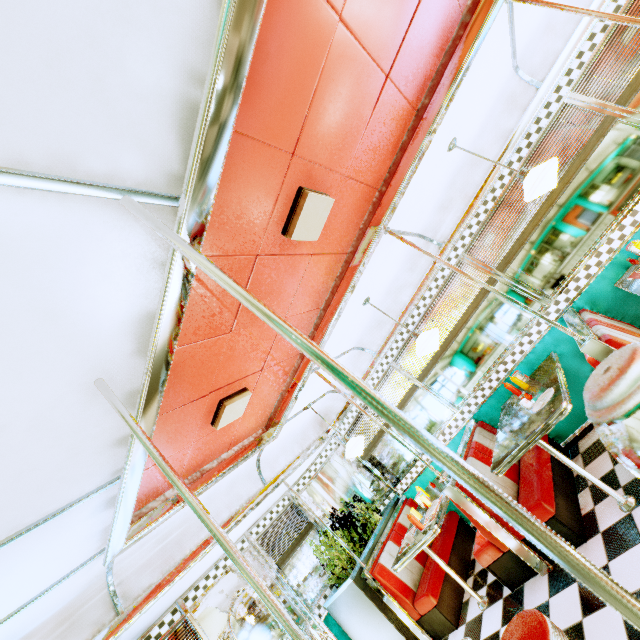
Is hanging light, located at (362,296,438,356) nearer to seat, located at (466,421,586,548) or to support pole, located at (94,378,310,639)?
seat, located at (466,421,586,548)

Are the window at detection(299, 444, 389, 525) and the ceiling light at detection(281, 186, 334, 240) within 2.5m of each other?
no

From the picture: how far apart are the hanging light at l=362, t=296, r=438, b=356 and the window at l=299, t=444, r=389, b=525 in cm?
309

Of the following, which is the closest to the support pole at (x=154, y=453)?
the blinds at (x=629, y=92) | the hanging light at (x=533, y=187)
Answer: the hanging light at (x=533, y=187)

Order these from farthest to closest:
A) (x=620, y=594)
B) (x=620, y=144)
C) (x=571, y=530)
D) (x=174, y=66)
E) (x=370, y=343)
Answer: (x=370, y=343)
(x=620, y=144)
(x=571, y=530)
(x=174, y=66)
(x=620, y=594)

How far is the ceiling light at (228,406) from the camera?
3.0 meters

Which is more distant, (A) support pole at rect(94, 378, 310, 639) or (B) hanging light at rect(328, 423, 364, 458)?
(B) hanging light at rect(328, 423, 364, 458)

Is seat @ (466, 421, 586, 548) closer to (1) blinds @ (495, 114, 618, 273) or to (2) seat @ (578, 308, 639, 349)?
(2) seat @ (578, 308, 639, 349)
